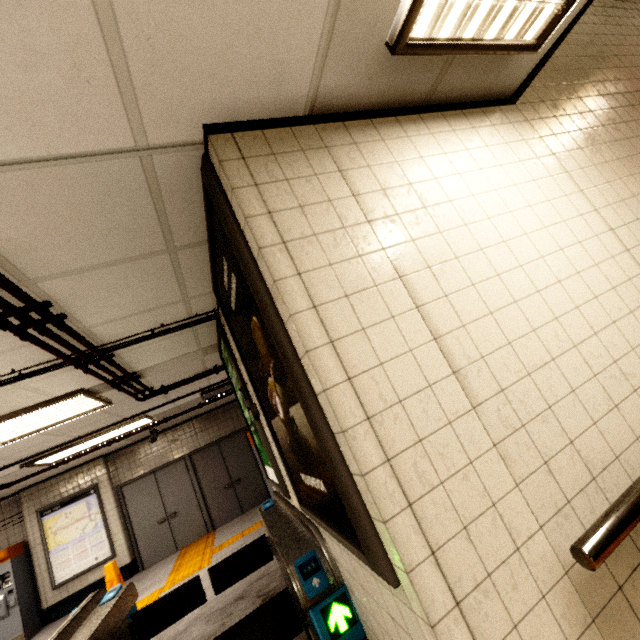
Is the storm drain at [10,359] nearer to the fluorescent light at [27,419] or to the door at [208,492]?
the fluorescent light at [27,419]

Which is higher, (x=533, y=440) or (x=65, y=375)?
(x=65, y=375)

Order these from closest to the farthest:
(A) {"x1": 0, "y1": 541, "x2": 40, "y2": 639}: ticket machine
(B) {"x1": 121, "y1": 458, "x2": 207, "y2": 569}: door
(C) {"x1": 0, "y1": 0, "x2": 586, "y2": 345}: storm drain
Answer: (C) {"x1": 0, "y1": 0, "x2": 586, "y2": 345}: storm drain
(A) {"x1": 0, "y1": 541, "x2": 40, "y2": 639}: ticket machine
(B) {"x1": 121, "y1": 458, "x2": 207, "y2": 569}: door

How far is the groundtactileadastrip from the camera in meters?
5.8 m

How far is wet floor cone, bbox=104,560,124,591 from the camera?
6.0m

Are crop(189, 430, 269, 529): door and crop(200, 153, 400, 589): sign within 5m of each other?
no

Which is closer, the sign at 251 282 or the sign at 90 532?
the sign at 251 282

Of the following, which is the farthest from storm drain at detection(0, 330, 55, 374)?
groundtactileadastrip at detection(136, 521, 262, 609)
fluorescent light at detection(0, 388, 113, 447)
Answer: groundtactileadastrip at detection(136, 521, 262, 609)
